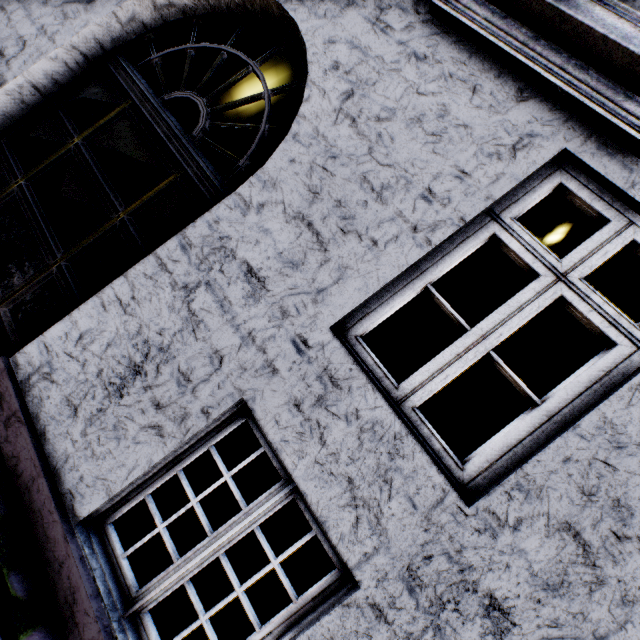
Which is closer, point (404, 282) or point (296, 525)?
point (404, 282)
